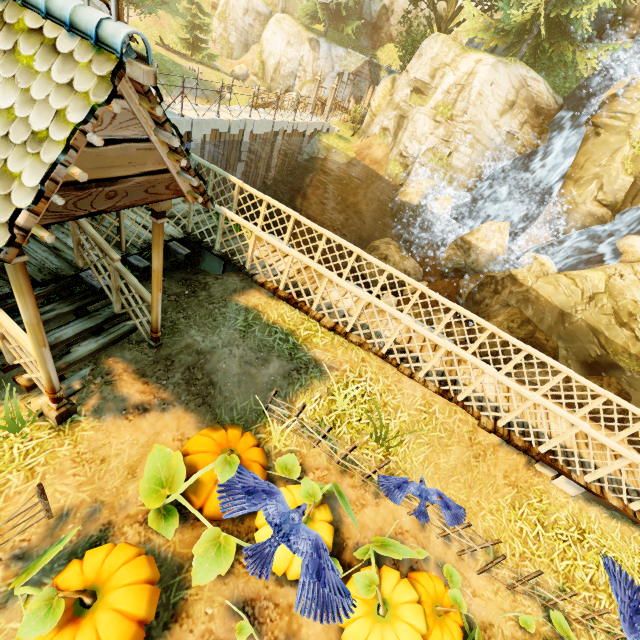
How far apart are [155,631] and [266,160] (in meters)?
20.95

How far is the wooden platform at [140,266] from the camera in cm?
620

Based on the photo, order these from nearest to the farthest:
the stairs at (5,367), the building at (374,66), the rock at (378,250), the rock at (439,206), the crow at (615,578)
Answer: the crow at (615,578) → the stairs at (5,367) → the rock at (439,206) → the rock at (378,250) → the building at (374,66)

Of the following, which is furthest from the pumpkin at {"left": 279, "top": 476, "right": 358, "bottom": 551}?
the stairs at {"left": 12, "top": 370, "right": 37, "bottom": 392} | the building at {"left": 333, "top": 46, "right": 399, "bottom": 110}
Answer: the building at {"left": 333, "top": 46, "right": 399, "bottom": 110}

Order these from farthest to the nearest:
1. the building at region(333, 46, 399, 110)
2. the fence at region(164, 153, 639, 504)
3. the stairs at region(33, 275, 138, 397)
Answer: the building at region(333, 46, 399, 110) < the fence at region(164, 153, 639, 504) < the stairs at region(33, 275, 138, 397)

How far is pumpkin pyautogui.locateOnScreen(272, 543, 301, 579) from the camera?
3.8m

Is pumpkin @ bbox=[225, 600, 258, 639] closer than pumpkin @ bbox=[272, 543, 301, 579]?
Yes

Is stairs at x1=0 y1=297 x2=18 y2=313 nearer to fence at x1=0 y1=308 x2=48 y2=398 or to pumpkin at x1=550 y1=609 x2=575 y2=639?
fence at x1=0 y1=308 x2=48 y2=398
